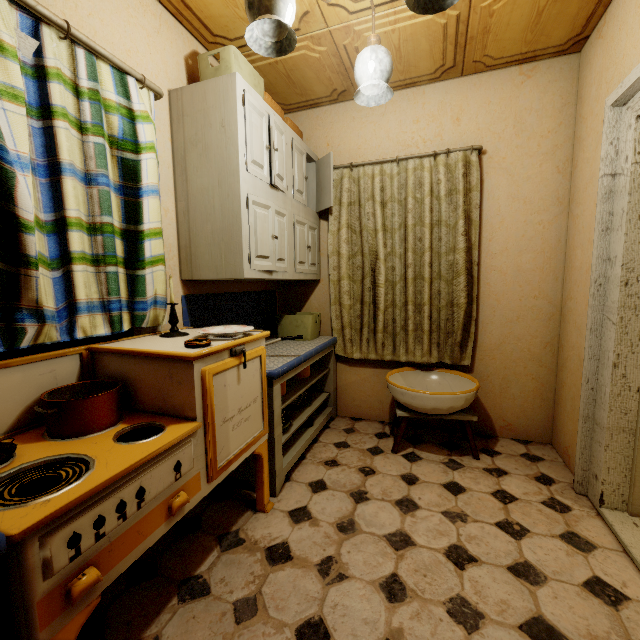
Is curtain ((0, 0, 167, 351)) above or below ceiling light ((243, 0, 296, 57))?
below

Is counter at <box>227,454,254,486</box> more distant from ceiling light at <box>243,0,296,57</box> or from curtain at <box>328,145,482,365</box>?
ceiling light at <box>243,0,296,57</box>

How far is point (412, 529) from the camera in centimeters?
172cm

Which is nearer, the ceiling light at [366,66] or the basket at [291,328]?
the ceiling light at [366,66]

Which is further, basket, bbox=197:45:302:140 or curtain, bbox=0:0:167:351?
basket, bbox=197:45:302:140

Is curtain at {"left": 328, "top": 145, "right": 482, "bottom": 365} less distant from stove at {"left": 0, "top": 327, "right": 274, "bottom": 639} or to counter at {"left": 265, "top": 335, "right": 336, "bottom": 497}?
counter at {"left": 265, "top": 335, "right": 336, "bottom": 497}

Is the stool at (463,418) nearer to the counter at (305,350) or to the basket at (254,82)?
the counter at (305,350)

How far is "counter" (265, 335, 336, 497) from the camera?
2.0m
